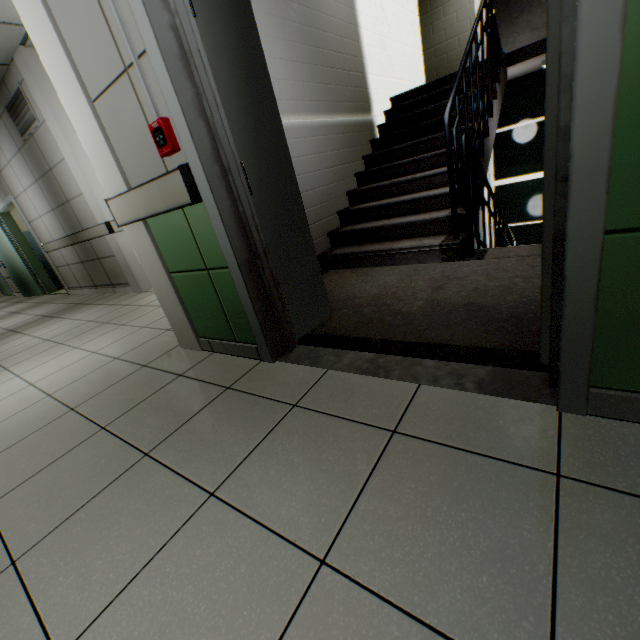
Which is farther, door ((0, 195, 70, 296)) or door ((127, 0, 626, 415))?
door ((0, 195, 70, 296))

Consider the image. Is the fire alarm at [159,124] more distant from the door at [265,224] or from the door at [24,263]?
the door at [24,263]

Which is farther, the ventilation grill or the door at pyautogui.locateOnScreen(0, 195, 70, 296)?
the door at pyautogui.locateOnScreen(0, 195, 70, 296)

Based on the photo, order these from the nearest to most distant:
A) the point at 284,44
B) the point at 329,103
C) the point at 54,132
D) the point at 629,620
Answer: the point at 629,620 < the point at 284,44 < the point at 329,103 < the point at 54,132

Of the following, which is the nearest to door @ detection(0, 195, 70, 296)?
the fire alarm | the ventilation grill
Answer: the ventilation grill

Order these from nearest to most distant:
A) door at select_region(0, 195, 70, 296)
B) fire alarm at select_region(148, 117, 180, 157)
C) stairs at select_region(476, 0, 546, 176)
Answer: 1. fire alarm at select_region(148, 117, 180, 157)
2. stairs at select_region(476, 0, 546, 176)
3. door at select_region(0, 195, 70, 296)

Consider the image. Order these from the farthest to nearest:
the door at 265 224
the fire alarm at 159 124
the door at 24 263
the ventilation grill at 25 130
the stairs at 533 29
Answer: the door at 24 263 < the ventilation grill at 25 130 < the stairs at 533 29 < the fire alarm at 159 124 < the door at 265 224

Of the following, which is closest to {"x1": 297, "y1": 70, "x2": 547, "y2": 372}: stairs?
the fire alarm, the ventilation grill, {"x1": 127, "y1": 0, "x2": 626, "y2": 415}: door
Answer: {"x1": 127, "y1": 0, "x2": 626, "y2": 415}: door
